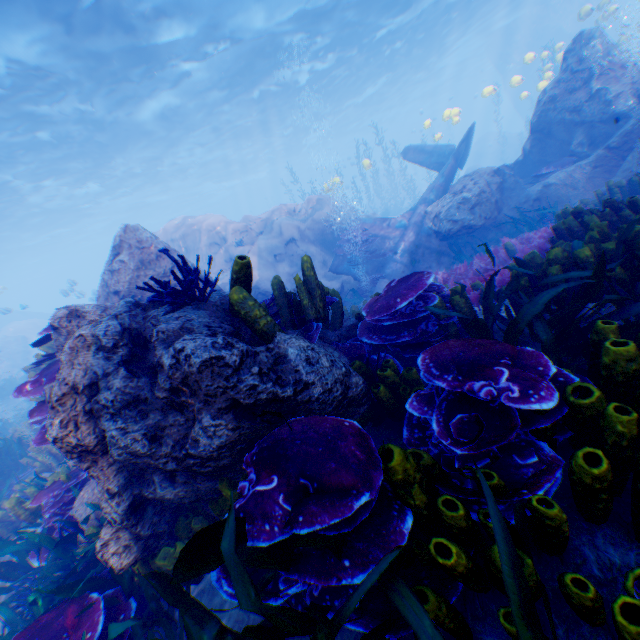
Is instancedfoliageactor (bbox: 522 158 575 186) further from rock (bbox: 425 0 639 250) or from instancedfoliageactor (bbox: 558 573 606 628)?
instancedfoliageactor (bbox: 558 573 606 628)

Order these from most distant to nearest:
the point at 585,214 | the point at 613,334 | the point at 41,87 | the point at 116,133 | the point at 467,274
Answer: the point at 116,133, the point at 41,87, the point at 467,274, the point at 585,214, the point at 613,334

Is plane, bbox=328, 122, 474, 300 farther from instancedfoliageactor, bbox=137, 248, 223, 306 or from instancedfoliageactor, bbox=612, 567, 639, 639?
instancedfoliageactor, bbox=137, 248, 223, 306

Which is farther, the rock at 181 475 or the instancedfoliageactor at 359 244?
the instancedfoliageactor at 359 244

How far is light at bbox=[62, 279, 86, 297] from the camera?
18.4m

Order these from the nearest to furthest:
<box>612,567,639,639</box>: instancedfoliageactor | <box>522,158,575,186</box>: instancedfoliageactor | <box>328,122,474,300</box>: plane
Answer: <box>612,567,639,639</box>: instancedfoliageactor < <box>522,158,575,186</box>: instancedfoliageactor < <box>328,122,474,300</box>: plane

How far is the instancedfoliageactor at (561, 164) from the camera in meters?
9.4

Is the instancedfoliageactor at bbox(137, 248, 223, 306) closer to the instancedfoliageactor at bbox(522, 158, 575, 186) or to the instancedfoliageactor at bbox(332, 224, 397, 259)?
the instancedfoliageactor at bbox(332, 224, 397, 259)
